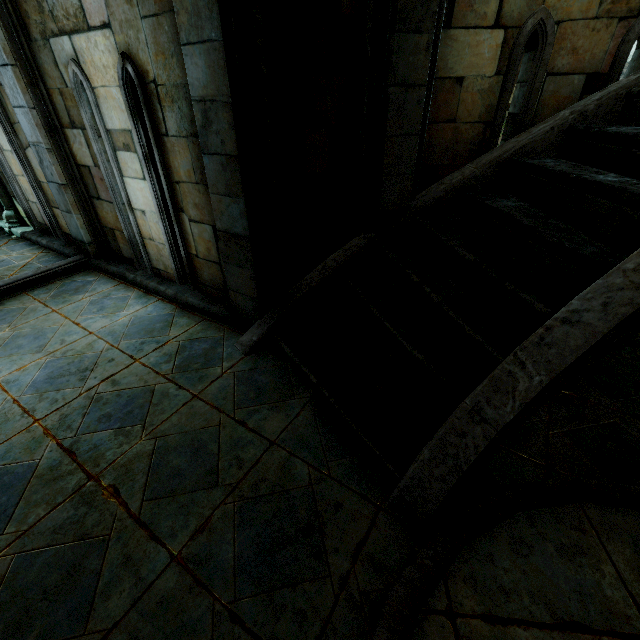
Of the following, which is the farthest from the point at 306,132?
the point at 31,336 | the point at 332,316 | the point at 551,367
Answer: the point at 31,336
